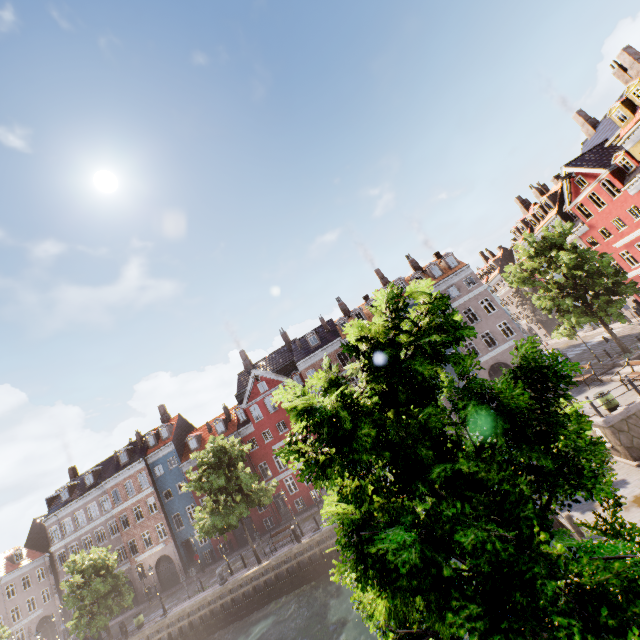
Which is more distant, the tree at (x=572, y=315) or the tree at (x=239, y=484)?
the tree at (x=239, y=484)

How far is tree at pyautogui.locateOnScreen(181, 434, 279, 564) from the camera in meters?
24.1

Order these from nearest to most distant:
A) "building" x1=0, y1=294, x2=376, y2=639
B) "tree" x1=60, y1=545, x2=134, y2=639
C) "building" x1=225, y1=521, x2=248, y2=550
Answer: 1. "tree" x1=60, y1=545, x2=134, y2=639
2. "building" x1=225, y1=521, x2=248, y2=550
3. "building" x1=0, y1=294, x2=376, y2=639

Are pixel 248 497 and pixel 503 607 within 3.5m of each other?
no

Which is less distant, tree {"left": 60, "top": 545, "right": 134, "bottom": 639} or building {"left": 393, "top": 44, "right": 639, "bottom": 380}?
building {"left": 393, "top": 44, "right": 639, "bottom": 380}

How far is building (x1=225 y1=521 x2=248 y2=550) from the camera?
34.84m

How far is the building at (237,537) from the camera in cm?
3484

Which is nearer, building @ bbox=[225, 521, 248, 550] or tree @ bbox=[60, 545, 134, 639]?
tree @ bbox=[60, 545, 134, 639]
